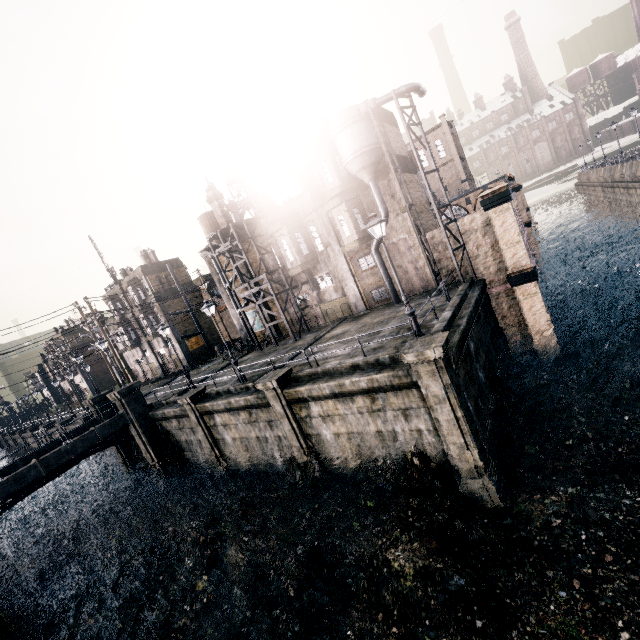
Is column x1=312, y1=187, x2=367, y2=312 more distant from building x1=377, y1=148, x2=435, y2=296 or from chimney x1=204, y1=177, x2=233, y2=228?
chimney x1=204, y1=177, x2=233, y2=228

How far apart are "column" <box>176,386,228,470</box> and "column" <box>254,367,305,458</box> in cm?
689

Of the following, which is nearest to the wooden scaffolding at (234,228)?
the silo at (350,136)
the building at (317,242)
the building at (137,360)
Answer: the building at (317,242)

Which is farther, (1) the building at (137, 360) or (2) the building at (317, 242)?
(1) the building at (137, 360)

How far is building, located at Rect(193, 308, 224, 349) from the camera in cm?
4362

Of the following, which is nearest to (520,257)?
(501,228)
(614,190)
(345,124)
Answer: (501,228)

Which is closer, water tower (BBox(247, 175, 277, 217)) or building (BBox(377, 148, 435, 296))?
building (BBox(377, 148, 435, 296))

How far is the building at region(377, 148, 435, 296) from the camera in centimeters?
2302cm
